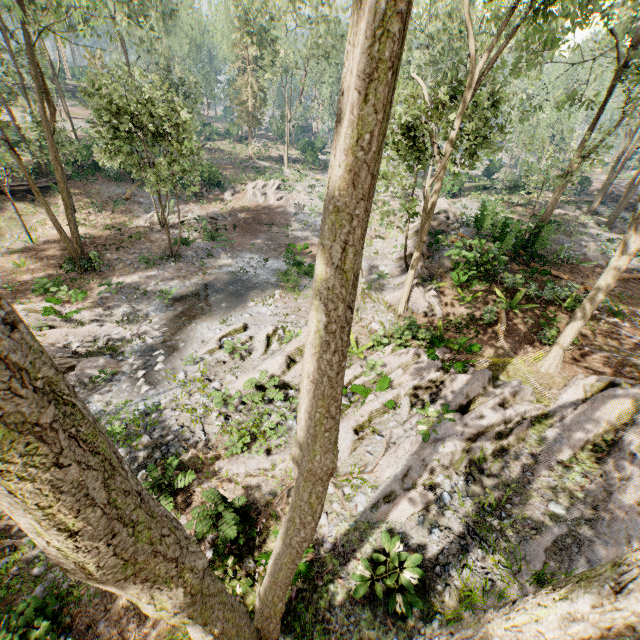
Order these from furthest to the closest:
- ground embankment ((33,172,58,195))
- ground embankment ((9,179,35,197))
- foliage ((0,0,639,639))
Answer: ground embankment ((33,172,58,195)) → ground embankment ((9,179,35,197)) → foliage ((0,0,639,639))

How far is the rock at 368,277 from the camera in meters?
15.2

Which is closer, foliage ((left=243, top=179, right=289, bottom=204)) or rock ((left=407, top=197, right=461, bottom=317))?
rock ((left=407, top=197, right=461, bottom=317))

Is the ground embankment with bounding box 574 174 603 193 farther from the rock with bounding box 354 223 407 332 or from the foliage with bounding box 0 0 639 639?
the rock with bounding box 354 223 407 332

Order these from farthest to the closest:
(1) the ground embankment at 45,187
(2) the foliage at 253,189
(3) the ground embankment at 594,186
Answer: (3) the ground embankment at 594,186
(2) the foliage at 253,189
(1) the ground embankment at 45,187

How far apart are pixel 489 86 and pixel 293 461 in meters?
13.5

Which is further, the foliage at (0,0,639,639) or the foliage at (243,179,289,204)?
the foliage at (243,179,289,204)

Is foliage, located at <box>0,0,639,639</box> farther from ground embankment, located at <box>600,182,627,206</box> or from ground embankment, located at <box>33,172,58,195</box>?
ground embankment, located at <box>600,182,627,206</box>
